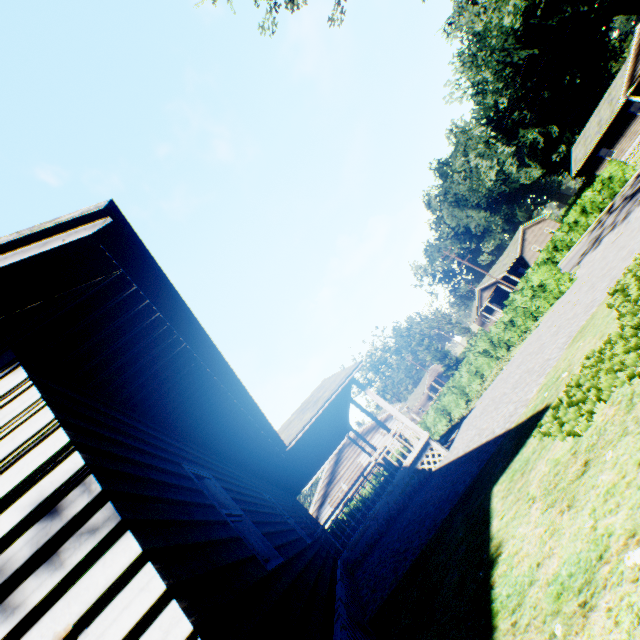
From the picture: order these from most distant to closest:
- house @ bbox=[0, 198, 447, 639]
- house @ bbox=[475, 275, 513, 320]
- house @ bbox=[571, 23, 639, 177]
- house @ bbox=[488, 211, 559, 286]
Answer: house @ bbox=[475, 275, 513, 320] → house @ bbox=[488, 211, 559, 286] → house @ bbox=[571, 23, 639, 177] → house @ bbox=[0, 198, 447, 639]

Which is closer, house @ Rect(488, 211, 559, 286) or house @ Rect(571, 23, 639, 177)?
house @ Rect(571, 23, 639, 177)

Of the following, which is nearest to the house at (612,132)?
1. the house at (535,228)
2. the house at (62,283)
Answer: the house at (535,228)

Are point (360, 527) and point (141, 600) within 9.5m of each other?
no

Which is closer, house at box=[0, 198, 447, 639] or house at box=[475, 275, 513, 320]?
house at box=[0, 198, 447, 639]

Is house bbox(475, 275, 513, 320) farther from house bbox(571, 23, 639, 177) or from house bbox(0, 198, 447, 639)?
house bbox(0, 198, 447, 639)
